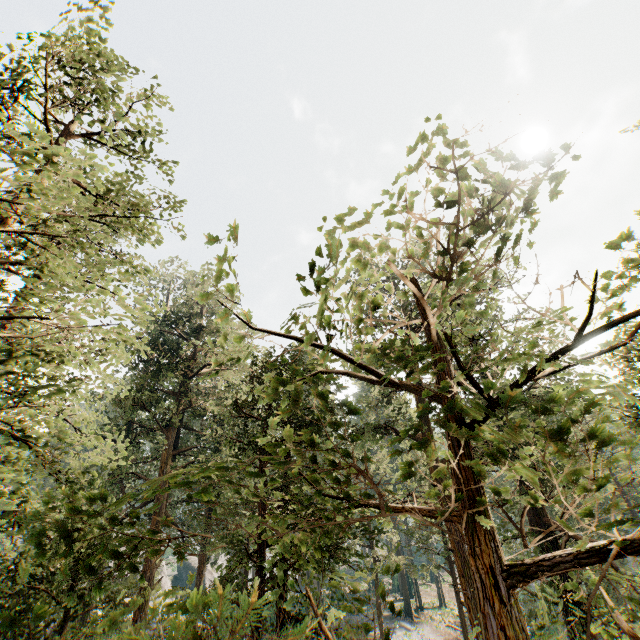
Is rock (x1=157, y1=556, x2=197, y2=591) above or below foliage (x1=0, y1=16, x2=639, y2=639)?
below

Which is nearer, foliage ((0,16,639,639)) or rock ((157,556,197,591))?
foliage ((0,16,639,639))

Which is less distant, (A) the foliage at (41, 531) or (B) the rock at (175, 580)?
(A) the foliage at (41, 531)

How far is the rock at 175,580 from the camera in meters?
49.5

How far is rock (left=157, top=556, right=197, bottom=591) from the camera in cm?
4949

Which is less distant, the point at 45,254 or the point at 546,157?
the point at 546,157
